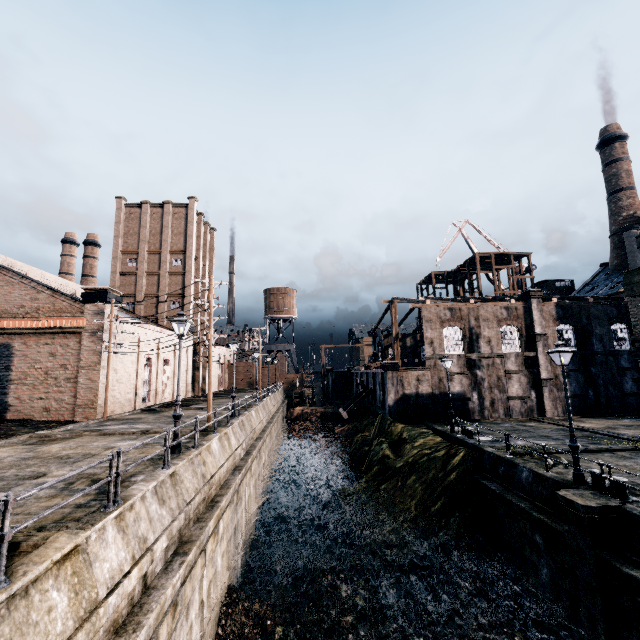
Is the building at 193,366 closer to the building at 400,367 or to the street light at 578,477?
the building at 400,367

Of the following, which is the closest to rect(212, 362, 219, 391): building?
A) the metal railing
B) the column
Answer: the metal railing

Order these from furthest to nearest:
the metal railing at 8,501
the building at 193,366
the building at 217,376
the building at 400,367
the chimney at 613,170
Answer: the building at 217,376
the chimney at 613,170
the building at 193,366
the building at 400,367
the metal railing at 8,501

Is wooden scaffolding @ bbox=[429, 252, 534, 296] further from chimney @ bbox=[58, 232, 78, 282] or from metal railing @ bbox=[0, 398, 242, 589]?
chimney @ bbox=[58, 232, 78, 282]

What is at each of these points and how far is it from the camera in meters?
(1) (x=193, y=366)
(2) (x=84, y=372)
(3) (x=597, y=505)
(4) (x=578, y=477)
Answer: (1) building, 48.1
(2) building, 24.9
(3) column, 11.1
(4) street light, 13.2

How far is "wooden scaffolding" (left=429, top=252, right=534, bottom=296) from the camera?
49.47m

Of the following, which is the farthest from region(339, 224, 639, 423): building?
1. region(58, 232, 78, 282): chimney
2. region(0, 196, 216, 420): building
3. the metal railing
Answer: region(58, 232, 78, 282): chimney

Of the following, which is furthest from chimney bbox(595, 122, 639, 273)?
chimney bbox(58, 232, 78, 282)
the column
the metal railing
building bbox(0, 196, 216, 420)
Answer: chimney bbox(58, 232, 78, 282)
